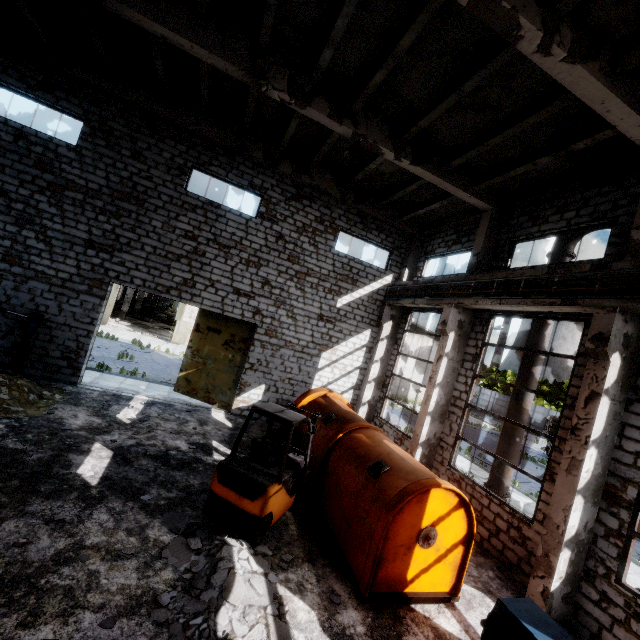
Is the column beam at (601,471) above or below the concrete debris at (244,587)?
above

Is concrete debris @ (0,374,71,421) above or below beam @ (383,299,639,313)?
below

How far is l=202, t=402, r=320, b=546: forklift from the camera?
6.0 meters

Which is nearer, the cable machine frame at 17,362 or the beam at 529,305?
the beam at 529,305

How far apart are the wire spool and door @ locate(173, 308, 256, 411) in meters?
2.9

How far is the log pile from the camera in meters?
25.6

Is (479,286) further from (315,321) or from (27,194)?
(27,194)

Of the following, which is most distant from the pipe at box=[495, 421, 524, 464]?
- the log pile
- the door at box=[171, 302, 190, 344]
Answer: the door at box=[171, 302, 190, 344]
